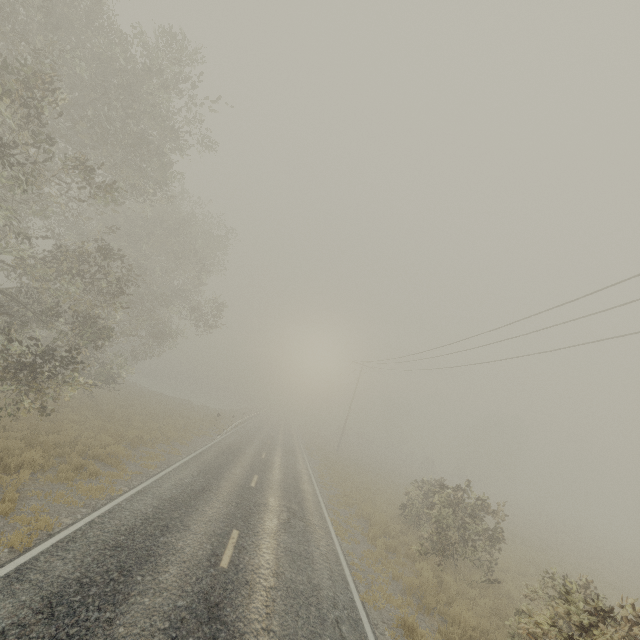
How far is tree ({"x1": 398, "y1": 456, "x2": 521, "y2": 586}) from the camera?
12.62m

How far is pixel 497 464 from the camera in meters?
59.6

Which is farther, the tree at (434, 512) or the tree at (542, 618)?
the tree at (434, 512)

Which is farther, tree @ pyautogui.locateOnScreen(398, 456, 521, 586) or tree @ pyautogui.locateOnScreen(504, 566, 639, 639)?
tree @ pyautogui.locateOnScreen(398, 456, 521, 586)

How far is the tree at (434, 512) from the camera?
12.62m
